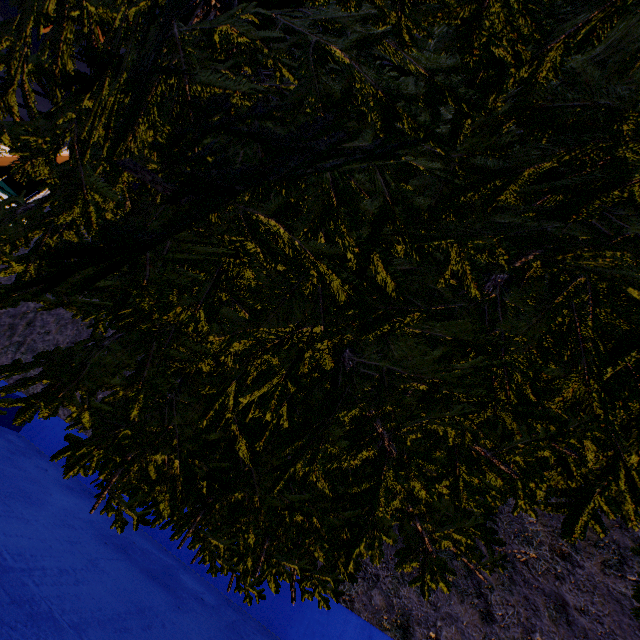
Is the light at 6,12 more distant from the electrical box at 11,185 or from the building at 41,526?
the electrical box at 11,185

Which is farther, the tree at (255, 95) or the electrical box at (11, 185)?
the electrical box at (11, 185)

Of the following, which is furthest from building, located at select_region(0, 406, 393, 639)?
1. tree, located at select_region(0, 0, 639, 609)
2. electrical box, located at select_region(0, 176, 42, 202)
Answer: tree, located at select_region(0, 0, 639, 609)

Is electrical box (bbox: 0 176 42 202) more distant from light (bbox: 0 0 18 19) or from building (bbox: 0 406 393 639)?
light (bbox: 0 0 18 19)

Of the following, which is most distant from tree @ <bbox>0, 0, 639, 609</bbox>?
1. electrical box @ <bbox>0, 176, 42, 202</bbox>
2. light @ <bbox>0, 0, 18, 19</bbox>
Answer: electrical box @ <bbox>0, 176, 42, 202</bbox>

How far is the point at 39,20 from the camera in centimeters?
156cm

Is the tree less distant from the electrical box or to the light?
the light
